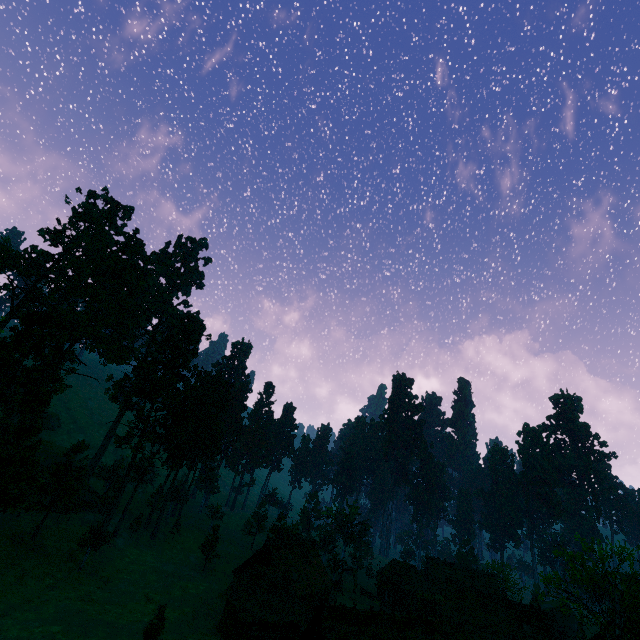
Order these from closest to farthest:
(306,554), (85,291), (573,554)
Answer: (573,554) < (306,554) < (85,291)

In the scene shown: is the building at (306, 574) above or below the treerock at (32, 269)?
below

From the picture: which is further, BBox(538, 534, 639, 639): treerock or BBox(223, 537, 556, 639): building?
BBox(538, 534, 639, 639): treerock

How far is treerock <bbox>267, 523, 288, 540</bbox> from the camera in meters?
57.4

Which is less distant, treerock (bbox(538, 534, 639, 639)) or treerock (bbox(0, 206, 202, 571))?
treerock (bbox(538, 534, 639, 639))

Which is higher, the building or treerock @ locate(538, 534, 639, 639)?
treerock @ locate(538, 534, 639, 639)

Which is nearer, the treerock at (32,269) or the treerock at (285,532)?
Answer: the treerock at (32,269)
